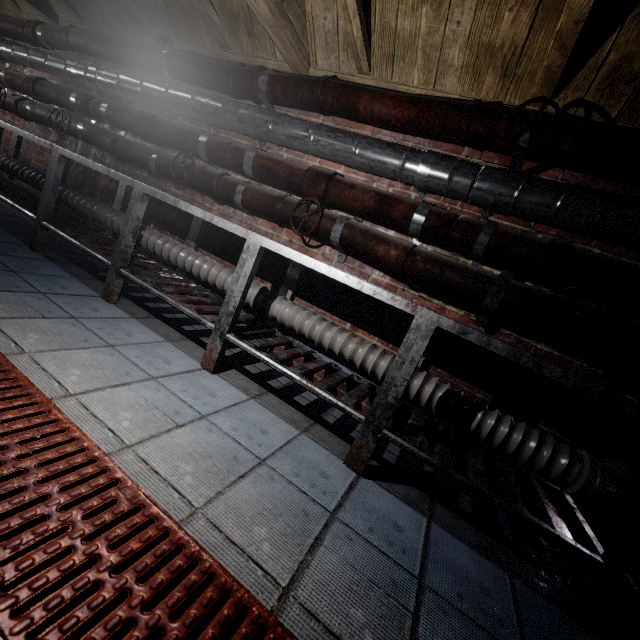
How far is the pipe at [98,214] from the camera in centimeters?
287cm

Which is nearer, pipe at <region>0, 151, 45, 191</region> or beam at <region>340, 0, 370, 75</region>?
beam at <region>340, 0, 370, 75</region>

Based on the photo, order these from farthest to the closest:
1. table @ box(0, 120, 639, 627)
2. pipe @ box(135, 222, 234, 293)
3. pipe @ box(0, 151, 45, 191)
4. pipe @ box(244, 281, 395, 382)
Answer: pipe @ box(0, 151, 45, 191)
pipe @ box(135, 222, 234, 293)
pipe @ box(244, 281, 395, 382)
table @ box(0, 120, 639, 627)

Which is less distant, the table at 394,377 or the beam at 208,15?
the table at 394,377

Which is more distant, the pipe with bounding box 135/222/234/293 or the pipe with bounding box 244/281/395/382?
the pipe with bounding box 135/222/234/293

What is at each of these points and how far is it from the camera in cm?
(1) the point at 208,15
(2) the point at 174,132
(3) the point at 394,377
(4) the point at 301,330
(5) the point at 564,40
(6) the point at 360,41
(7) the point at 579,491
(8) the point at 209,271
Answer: (1) beam, 225
(2) pipe, 254
(3) table, 147
(4) pipe, 209
(5) beam, 137
(6) beam, 186
(7) pipe, 143
(8) pipe, 242

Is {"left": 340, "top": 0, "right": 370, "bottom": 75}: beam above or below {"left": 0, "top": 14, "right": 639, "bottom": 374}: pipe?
above

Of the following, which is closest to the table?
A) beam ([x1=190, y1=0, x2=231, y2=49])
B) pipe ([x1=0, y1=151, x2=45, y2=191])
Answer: pipe ([x1=0, y1=151, x2=45, y2=191])
